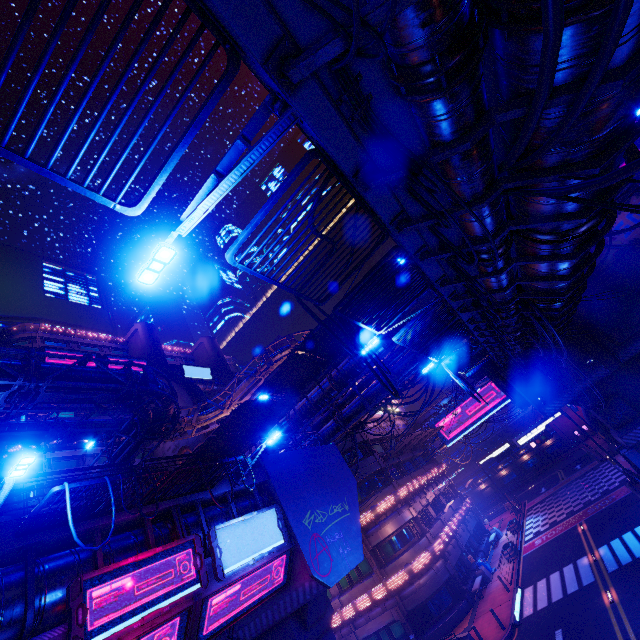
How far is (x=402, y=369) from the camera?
22.0 meters

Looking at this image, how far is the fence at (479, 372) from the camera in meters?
23.5

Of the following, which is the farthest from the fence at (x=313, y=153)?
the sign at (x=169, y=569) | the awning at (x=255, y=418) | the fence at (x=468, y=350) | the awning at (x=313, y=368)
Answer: the awning at (x=255, y=418)

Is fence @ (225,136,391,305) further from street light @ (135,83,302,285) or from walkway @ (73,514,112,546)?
walkway @ (73,514,112,546)

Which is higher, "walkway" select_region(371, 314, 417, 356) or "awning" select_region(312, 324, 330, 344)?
"awning" select_region(312, 324, 330, 344)

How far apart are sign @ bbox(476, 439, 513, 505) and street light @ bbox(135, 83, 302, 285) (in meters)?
50.29

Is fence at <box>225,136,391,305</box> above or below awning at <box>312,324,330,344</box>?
below

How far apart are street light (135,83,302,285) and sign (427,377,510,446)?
49.5m
